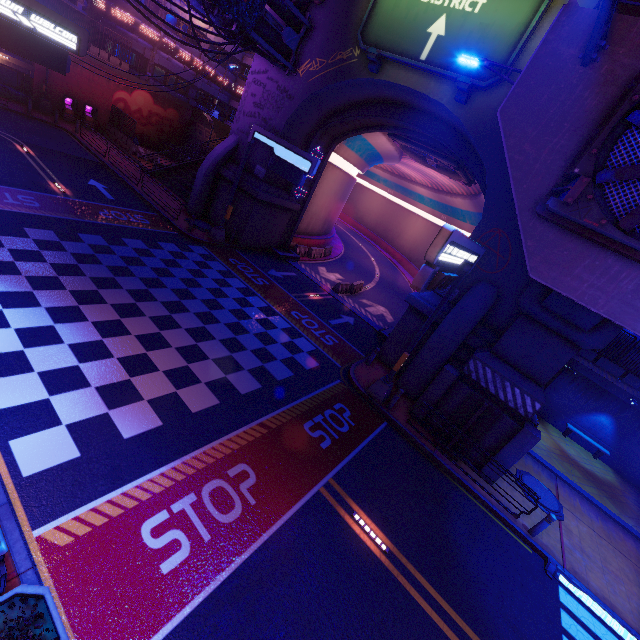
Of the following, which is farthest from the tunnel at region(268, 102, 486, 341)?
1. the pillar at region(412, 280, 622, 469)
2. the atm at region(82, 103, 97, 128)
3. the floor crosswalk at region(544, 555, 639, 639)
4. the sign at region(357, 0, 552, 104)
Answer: the atm at region(82, 103, 97, 128)

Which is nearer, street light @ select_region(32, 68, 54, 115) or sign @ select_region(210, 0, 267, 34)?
sign @ select_region(210, 0, 267, 34)

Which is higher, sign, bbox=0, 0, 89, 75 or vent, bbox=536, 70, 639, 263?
vent, bbox=536, 70, 639, 263

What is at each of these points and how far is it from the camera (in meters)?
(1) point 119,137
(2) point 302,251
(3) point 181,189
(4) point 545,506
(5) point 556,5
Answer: (1) fence, 30.69
(2) fence, 27.36
(3) stair, 26.11
(4) manhole, 12.65
(5) wall arch, 12.22

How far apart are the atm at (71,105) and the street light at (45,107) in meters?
0.5 m

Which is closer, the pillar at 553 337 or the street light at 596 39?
the street light at 596 39

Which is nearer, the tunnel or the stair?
the tunnel

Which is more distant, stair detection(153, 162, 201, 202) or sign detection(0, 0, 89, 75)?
stair detection(153, 162, 201, 202)
